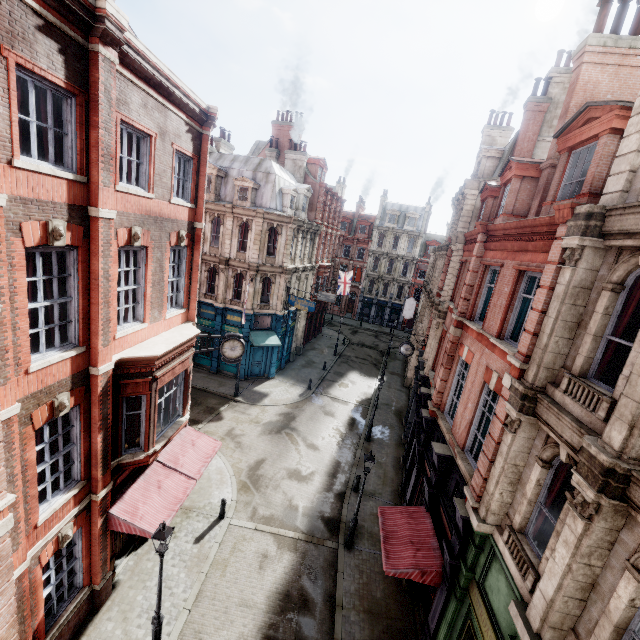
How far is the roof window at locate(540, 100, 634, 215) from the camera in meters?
7.9

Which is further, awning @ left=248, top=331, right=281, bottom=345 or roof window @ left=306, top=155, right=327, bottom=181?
roof window @ left=306, top=155, right=327, bottom=181

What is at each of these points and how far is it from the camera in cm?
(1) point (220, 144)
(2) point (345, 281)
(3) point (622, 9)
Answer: (1) chimney, 2936
(2) flag, 4050
(3) chimney pipe, 992

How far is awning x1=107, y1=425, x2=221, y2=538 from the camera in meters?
10.0

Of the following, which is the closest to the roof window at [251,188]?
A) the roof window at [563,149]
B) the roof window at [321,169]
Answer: the roof window at [321,169]

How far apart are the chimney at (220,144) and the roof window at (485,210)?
24.33m

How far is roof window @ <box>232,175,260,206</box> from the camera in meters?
24.9 m

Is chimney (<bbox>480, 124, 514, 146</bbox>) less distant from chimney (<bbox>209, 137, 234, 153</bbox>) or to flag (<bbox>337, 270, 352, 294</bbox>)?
flag (<bbox>337, 270, 352, 294</bbox>)
